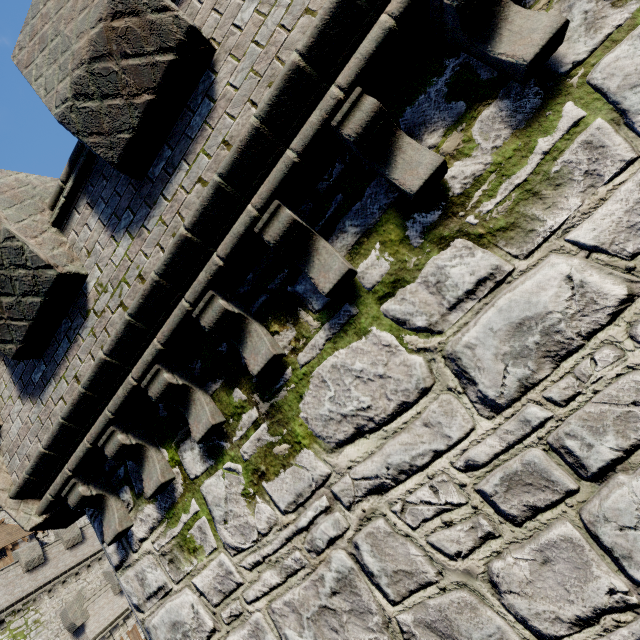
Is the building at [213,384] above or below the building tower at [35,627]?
below

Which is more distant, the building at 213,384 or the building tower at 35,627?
the building tower at 35,627

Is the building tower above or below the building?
above

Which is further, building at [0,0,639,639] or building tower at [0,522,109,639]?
building tower at [0,522,109,639]

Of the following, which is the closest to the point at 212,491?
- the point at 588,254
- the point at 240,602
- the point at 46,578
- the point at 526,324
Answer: the point at 240,602
